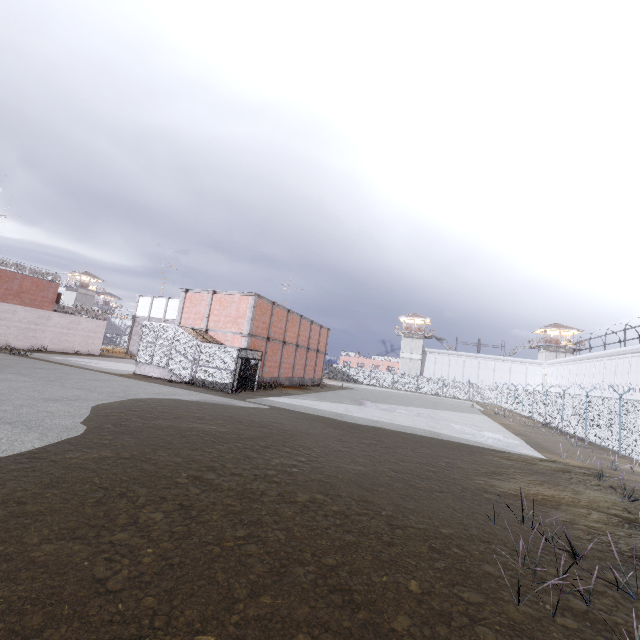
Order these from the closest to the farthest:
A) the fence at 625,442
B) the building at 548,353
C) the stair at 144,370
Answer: the fence at 625,442 → the stair at 144,370 → the building at 548,353

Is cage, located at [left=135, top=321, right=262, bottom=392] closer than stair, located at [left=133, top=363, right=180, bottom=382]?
Yes

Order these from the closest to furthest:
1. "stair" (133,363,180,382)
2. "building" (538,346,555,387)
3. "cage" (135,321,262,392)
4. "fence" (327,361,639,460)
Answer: "fence" (327,361,639,460) → "cage" (135,321,262,392) → "stair" (133,363,180,382) → "building" (538,346,555,387)

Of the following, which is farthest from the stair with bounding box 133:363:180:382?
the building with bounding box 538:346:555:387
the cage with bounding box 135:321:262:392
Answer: the building with bounding box 538:346:555:387

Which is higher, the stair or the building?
the building

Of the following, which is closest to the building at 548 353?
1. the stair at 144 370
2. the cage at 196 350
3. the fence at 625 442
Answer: the fence at 625 442

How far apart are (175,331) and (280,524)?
19.81m

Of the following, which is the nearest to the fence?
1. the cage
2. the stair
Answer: the cage
